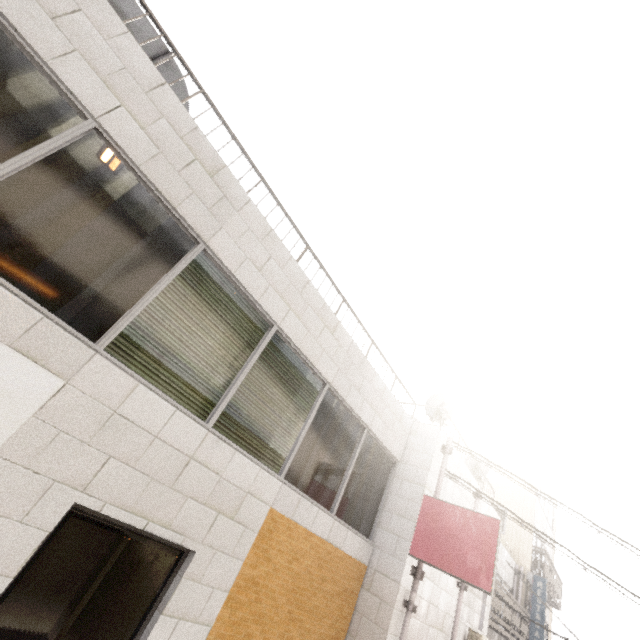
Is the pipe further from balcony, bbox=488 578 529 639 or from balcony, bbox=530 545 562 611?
balcony, bbox=530 545 562 611

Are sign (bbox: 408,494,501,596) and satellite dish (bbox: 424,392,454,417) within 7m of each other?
yes

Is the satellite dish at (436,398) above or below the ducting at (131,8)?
above

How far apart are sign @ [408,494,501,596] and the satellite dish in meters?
1.9

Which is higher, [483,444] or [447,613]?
[483,444]

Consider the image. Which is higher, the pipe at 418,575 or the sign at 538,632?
the sign at 538,632

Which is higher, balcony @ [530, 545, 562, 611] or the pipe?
balcony @ [530, 545, 562, 611]

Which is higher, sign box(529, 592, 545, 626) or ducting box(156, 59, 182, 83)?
ducting box(156, 59, 182, 83)
